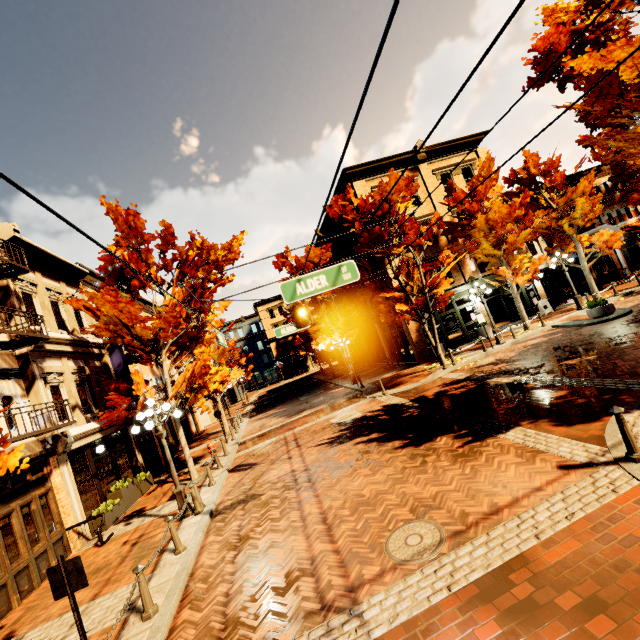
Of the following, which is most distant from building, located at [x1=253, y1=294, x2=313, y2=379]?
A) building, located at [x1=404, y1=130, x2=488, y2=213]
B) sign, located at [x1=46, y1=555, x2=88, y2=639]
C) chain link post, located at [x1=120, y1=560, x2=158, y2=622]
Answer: sign, located at [x1=46, y1=555, x2=88, y2=639]

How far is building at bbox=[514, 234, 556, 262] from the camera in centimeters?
2334cm

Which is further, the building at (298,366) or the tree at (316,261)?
the building at (298,366)

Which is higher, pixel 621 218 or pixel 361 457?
pixel 621 218

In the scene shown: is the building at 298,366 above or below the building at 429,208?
below

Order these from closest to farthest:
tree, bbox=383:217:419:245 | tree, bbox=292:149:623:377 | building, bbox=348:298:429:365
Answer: tree, bbox=383:217:419:245, tree, bbox=292:149:623:377, building, bbox=348:298:429:365

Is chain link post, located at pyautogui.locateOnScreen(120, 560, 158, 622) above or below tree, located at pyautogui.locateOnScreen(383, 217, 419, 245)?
below

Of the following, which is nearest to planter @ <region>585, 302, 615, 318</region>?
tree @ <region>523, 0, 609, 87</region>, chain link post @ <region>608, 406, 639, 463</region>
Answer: tree @ <region>523, 0, 609, 87</region>
